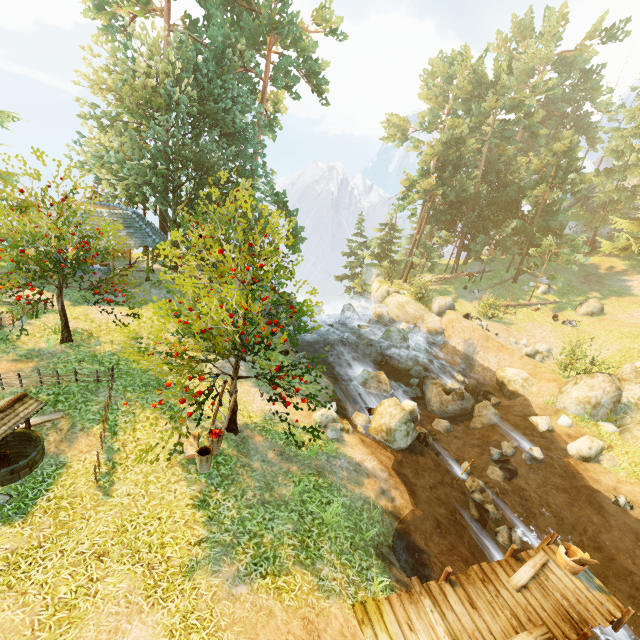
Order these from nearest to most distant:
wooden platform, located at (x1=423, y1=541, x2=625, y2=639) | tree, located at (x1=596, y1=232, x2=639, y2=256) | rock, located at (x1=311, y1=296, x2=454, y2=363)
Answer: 1. wooden platform, located at (x1=423, y1=541, x2=625, y2=639)
2. rock, located at (x1=311, y1=296, x2=454, y2=363)
3. tree, located at (x1=596, y1=232, x2=639, y2=256)

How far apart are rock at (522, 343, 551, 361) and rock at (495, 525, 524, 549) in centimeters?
1479cm

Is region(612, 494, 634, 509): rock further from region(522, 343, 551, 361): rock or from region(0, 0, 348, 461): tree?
region(522, 343, 551, 361): rock

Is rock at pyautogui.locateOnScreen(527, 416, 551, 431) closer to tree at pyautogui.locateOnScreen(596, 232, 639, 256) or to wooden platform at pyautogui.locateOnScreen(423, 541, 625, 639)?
wooden platform at pyautogui.locateOnScreen(423, 541, 625, 639)

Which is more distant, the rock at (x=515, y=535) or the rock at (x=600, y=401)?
the rock at (x=600, y=401)

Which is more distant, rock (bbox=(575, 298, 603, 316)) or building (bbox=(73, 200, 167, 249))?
rock (bbox=(575, 298, 603, 316))

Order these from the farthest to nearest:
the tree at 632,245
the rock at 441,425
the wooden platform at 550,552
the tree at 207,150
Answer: the tree at 632,245 → the rock at 441,425 → the tree at 207,150 → the wooden platform at 550,552

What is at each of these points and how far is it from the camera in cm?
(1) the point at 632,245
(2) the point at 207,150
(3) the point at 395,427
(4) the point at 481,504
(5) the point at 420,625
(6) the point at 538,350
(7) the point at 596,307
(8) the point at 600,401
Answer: (1) tree, 3319
(2) tree, 2242
(3) rock, 1319
(4) rock, 1247
(5) wooden platform, 714
(6) rock, 2345
(7) rock, 2694
(8) rock, 1662
